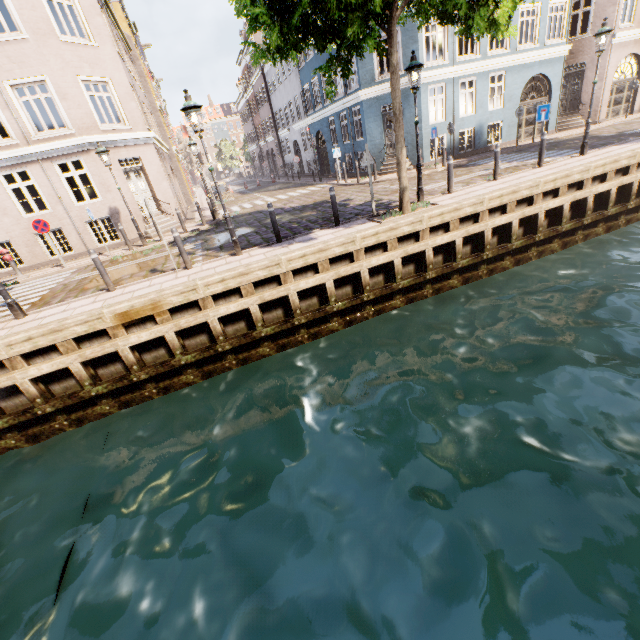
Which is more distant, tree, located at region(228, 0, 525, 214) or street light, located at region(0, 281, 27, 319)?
street light, located at region(0, 281, 27, 319)

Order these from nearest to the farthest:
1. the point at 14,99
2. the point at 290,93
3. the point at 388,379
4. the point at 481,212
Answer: the point at 388,379, the point at 481,212, the point at 14,99, the point at 290,93

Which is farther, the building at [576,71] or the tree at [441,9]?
the building at [576,71]

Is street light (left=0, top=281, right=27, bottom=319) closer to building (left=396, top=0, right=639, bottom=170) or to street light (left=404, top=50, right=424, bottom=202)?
street light (left=404, top=50, right=424, bottom=202)

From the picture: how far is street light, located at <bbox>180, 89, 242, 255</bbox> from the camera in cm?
727

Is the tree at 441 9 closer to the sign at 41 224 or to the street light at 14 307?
the street light at 14 307

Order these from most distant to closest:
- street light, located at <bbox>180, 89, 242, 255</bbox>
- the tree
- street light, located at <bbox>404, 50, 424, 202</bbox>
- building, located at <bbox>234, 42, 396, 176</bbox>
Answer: building, located at <bbox>234, 42, 396, 176</bbox>
street light, located at <bbox>404, 50, 424, 202</bbox>
street light, located at <bbox>180, 89, 242, 255</bbox>
the tree
